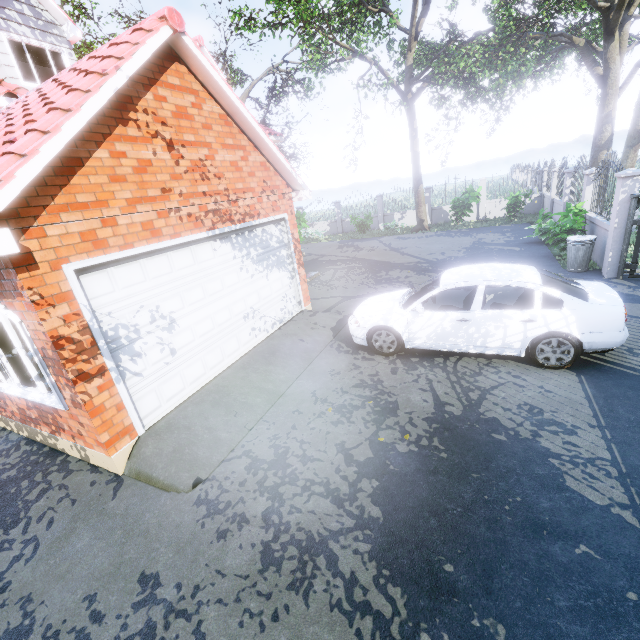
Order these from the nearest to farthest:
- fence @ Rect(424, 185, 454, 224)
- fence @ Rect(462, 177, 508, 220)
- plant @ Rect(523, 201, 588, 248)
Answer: plant @ Rect(523, 201, 588, 248)
fence @ Rect(462, 177, 508, 220)
fence @ Rect(424, 185, 454, 224)

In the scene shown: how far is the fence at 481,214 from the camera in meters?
19.8 m

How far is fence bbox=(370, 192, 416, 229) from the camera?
22.48m

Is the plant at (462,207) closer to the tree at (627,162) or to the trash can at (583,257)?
the tree at (627,162)

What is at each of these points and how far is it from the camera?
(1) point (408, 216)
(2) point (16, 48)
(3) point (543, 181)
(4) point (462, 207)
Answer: (1) fence, 22.55m
(2) blinds, 8.11m
(3) fence, 18.52m
(4) plant, 18.42m

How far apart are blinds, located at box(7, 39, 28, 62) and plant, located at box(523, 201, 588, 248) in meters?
14.7 m

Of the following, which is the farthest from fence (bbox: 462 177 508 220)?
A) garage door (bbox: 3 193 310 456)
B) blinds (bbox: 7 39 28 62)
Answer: blinds (bbox: 7 39 28 62)

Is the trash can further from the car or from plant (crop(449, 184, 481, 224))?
plant (crop(449, 184, 481, 224))
